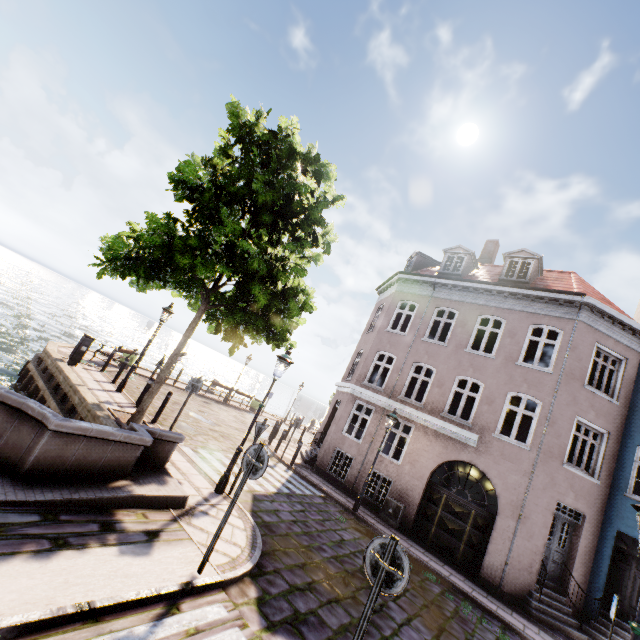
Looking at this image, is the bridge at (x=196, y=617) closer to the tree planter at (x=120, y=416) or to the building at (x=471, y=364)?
the tree planter at (x=120, y=416)

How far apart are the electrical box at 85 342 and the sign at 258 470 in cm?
1115

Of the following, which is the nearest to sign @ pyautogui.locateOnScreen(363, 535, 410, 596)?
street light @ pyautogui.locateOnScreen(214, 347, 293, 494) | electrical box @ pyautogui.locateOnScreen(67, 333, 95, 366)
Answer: street light @ pyautogui.locateOnScreen(214, 347, 293, 494)

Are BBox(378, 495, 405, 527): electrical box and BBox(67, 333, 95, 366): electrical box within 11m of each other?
no

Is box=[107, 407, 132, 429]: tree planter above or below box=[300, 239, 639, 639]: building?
below

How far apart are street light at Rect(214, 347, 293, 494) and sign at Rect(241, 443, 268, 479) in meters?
2.8

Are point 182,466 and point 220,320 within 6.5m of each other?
yes

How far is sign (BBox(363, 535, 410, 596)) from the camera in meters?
3.5 m
